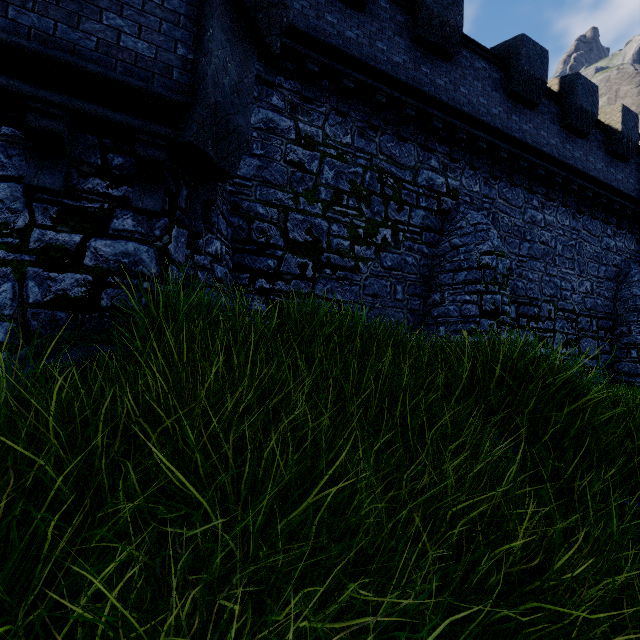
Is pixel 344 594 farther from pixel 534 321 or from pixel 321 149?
pixel 534 321
